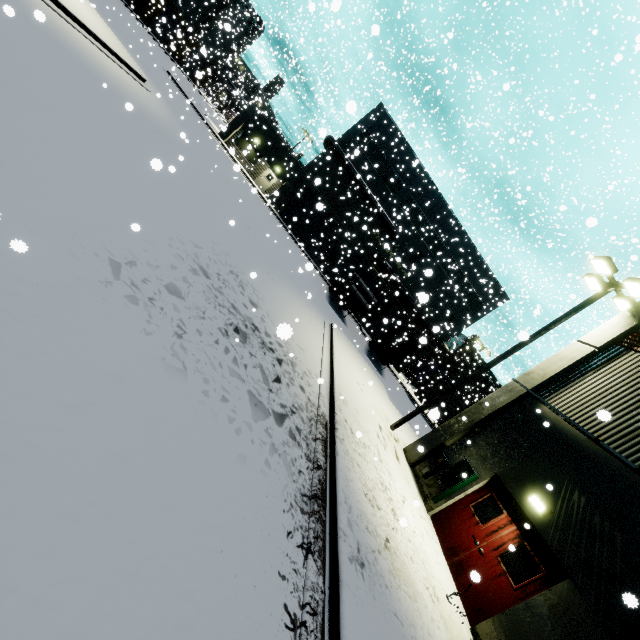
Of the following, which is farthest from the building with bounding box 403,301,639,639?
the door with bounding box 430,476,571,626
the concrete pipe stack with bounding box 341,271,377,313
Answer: the concrete pipe stack with bounding box 341,271,377,313

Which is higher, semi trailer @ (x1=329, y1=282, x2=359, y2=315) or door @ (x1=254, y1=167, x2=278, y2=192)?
semi trailer @ (x1=329, y1=282, x2=359, y2=315)

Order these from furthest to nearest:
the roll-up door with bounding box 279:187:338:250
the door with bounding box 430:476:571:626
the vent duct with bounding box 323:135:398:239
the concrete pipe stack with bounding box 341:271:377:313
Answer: the roll-up door with bounding box 279:187:338:250 → the vent duct with bounding box 323:135:398:239 → the concrete pipe stack with bounding box 341:271:377:313 → the door with bounding box 430:476:571:626

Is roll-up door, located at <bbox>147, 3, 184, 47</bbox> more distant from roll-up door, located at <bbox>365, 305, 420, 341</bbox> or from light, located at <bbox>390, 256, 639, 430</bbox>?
light, located at <bbox>390, 256, 639, 430</bbox>

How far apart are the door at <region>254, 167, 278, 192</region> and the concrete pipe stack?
14.69m

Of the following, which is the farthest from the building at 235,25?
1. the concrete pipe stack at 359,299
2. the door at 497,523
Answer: the concrete pipe stack at 359,299

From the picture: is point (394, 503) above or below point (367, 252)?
below

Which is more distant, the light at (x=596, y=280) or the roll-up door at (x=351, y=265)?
the roll-up door at (x=351, y=265)
